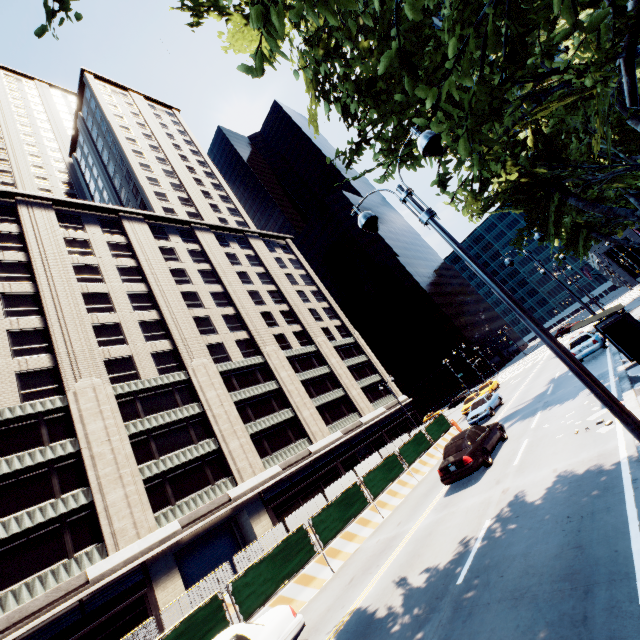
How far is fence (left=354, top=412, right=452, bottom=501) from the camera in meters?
17.4

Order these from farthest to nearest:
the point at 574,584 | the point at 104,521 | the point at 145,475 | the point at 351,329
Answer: the point at 351,329 < the point at 145,475 < the point at 104,521 < the point at 574,584

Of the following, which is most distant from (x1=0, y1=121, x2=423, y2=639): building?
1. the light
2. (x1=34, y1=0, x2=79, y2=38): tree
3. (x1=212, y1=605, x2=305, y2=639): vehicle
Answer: the light

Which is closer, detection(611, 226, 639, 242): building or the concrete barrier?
the concrete barrier

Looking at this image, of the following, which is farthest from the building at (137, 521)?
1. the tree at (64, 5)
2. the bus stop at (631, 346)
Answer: the bus stop at (631, 346)

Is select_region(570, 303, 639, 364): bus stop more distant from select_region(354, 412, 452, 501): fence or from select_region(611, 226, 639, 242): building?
select_region(611, 226, 639, 242): building

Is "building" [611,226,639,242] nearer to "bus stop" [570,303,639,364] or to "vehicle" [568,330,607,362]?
"vehicle" [568,330,607,362]

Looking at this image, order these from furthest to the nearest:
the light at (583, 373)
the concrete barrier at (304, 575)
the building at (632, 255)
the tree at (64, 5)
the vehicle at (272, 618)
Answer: the building at (632, 255) < the concrete barrier at (304, 575) < the vehicle at (272, 618) < the light at (583, 373) < the tree at (64, 5)
